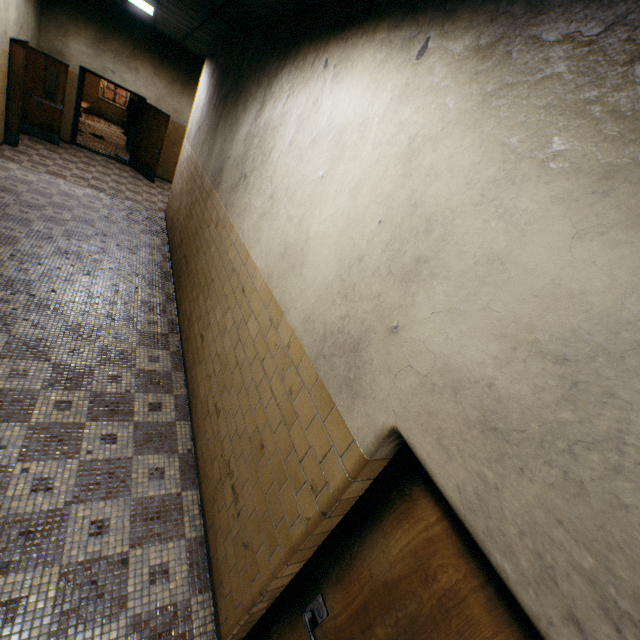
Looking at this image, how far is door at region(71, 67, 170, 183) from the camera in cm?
972

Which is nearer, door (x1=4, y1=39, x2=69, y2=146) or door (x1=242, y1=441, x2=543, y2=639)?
door (x1=242, y1=441, x2=543, y2=639)

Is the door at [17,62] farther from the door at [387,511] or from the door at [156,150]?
the door at [387,511]

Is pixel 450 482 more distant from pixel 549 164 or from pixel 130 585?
pixel 130 585

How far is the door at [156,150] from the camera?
9.7m

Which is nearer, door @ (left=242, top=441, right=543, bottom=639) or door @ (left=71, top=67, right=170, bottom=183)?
door @ (left=242, top=441, right=543, bottom=639)

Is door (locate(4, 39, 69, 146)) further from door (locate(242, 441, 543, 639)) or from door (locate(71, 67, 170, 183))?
door (locate(242, 441, 543, 639))

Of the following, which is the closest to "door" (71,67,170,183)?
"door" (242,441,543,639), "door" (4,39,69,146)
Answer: "door" (4,39,69,146)
